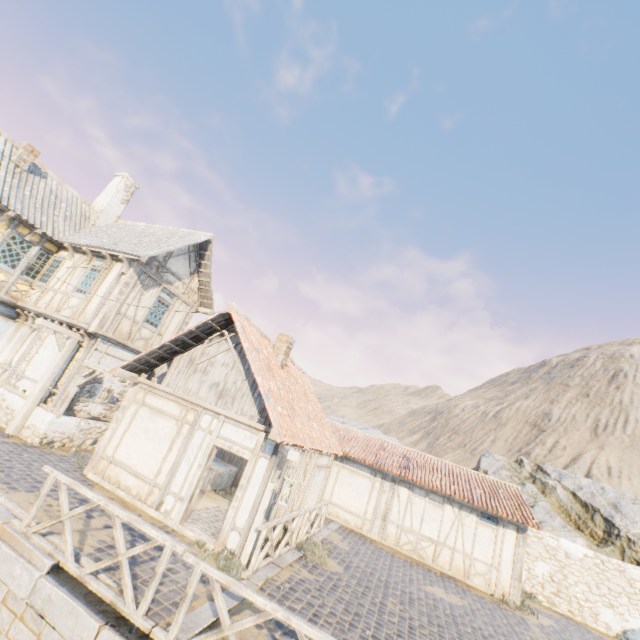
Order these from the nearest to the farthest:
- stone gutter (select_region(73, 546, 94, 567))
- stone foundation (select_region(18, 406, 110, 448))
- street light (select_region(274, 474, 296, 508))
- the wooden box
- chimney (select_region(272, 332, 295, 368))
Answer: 1. stone gutter (select_region(73, 546, 94, 567))
2. street light (select_region(274, 474, 296, 508))
3. stone foundation (select_region(18, 406, 110, 448))
4. chimney (select_region(272, 332, 295, 368))
5. the wooden box

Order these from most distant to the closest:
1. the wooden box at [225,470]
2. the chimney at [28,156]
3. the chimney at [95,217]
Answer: the chimney at [95,217] < the chimney at [28,156] < the wooden box at [225,470]

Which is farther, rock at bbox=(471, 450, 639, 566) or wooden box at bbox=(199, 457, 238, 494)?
rock at bbox=(471, 450, 639, 566)

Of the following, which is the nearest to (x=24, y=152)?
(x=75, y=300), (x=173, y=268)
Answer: (x=75, y=300)

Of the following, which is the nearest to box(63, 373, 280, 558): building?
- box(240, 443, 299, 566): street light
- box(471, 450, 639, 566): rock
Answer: box(240, 443, 299, 566): street light

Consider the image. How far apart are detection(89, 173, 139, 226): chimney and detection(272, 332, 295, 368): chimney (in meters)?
11.75

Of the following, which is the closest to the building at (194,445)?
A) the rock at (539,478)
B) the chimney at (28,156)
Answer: the rock at (539,478)

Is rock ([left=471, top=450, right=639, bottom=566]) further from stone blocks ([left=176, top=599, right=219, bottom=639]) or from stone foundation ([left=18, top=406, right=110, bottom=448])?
stone foundation ([left=18, top=406, right=110, bottom=448])
